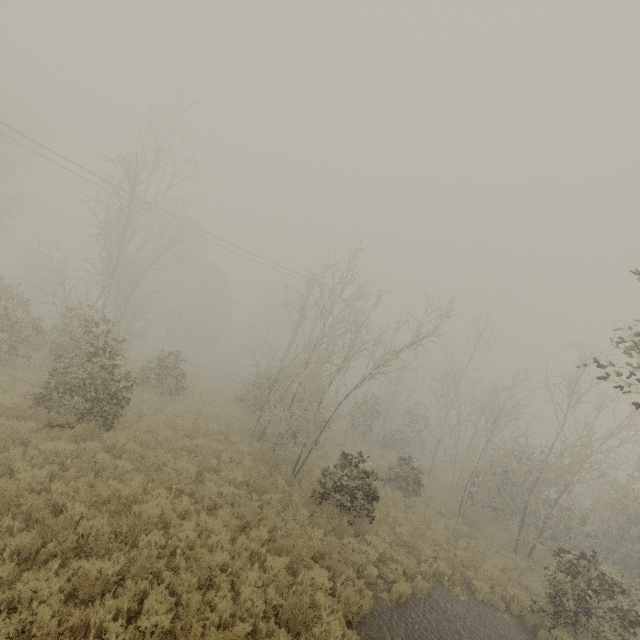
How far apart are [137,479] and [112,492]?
1.20m
